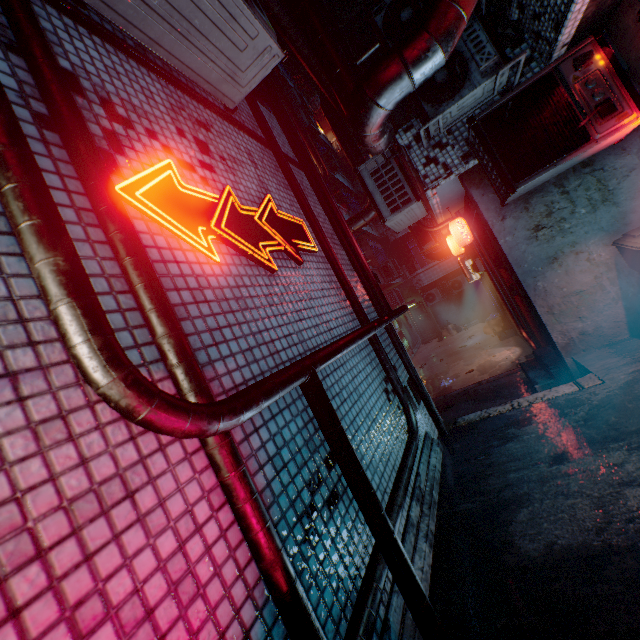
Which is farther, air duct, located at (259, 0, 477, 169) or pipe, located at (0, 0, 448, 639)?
air duct, located at (259, 0, 477, 169)

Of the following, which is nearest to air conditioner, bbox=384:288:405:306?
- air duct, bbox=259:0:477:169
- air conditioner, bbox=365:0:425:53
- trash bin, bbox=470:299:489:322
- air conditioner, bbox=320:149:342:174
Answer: trash bin, bbox=470:299:489:322

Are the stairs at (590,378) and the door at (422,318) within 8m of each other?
no

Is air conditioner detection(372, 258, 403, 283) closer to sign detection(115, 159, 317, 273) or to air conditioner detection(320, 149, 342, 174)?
air conditioner detection(320, 149, 342, 174)

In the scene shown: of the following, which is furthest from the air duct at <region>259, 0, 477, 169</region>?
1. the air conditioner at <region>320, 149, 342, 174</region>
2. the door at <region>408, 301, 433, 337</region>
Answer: the door at <region>408, 301, 433, 337</region>

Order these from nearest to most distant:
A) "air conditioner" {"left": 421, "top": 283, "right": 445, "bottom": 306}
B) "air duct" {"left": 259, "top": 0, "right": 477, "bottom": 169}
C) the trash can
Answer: "air duct" {"left": 259, "top": 0, "right": 477, "bottom": 169}, the trash can, "air conditioner" {"left": 421, "top": 283, "right": 445, "bottom": 306}

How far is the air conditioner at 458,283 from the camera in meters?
16.1

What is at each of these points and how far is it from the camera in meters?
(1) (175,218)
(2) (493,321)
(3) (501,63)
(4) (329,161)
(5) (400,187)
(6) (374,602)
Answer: (1) sign, 1.5
(2) trash can, 12.2
(3) air conditioner, 3.3
(4) air conditioner, 14.8
(5) air conditioner, 4.6
(6) pipe, 1.3
